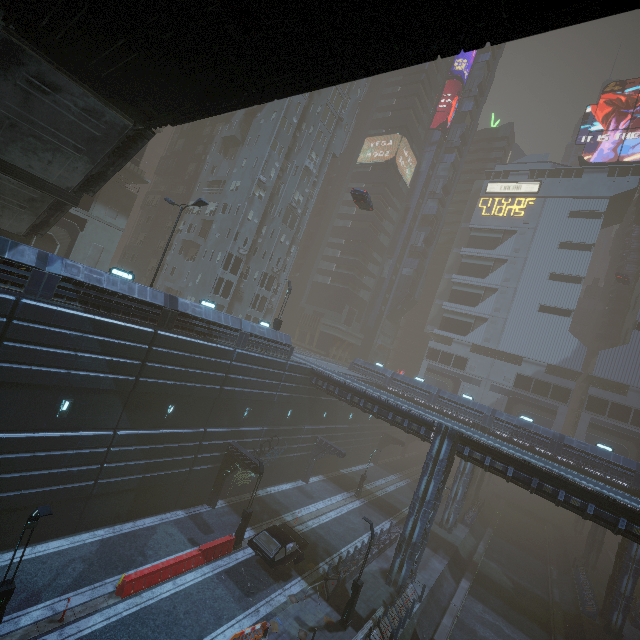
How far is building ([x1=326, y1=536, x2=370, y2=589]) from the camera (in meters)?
20.81

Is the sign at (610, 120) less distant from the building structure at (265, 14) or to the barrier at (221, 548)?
the building structure at (265, 14)

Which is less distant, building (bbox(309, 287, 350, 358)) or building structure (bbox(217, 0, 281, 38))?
building structure (bbox(217, 0, 281, 38))

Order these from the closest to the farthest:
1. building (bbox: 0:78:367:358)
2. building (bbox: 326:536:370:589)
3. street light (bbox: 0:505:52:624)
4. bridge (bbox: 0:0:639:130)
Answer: bridge (bbox: 0:0:639:130) < street light (bbox: 0:505:52:624) < building (bbox: 0:78:367:358) < building (bbox: 326:536:370:589)

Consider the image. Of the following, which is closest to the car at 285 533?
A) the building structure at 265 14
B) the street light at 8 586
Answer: the street light at 8 586

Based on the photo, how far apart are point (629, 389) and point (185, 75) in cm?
Answer: 6501

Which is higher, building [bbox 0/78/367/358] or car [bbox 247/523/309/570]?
building [bbox 0/78/367/358]

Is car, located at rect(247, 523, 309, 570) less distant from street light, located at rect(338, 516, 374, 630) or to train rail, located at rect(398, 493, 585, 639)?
street light, located at rect(338, 516, 374, 630)
